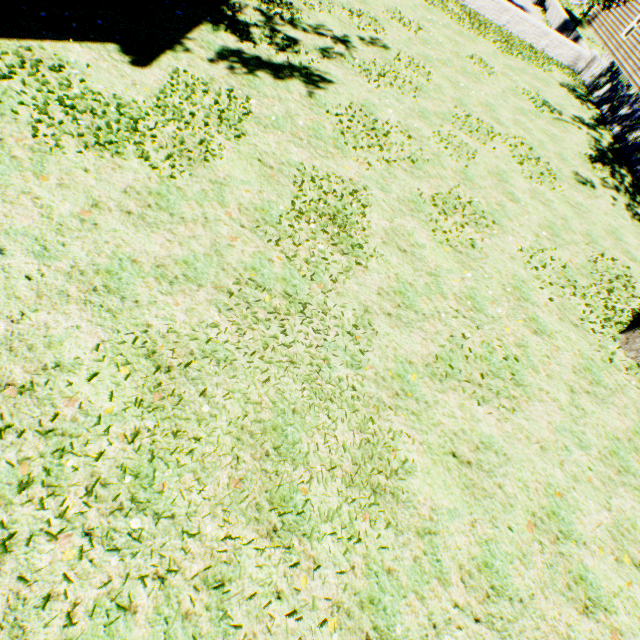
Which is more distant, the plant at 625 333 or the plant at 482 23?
the plant at 482 23

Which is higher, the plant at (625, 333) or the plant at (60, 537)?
the plant at (625, 333)

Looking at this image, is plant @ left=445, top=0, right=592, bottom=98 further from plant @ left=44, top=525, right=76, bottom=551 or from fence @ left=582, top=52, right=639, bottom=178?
plant @ left=44, top=525, right=76, bottom=551

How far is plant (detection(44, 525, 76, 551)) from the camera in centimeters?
266cm

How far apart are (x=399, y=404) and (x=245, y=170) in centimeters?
456cm

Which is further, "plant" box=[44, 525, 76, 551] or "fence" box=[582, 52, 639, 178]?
"fence" box=[582, 52, 639, 178]

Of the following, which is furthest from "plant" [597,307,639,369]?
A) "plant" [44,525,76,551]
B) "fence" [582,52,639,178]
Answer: "plant" [44,525,76,551]
